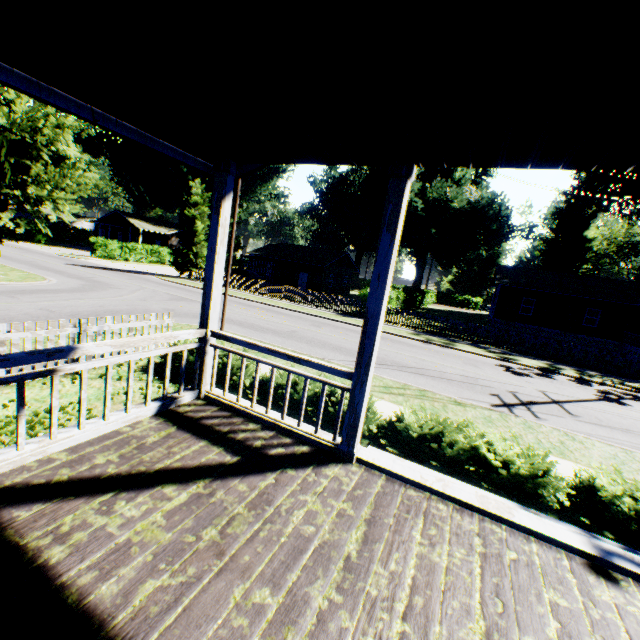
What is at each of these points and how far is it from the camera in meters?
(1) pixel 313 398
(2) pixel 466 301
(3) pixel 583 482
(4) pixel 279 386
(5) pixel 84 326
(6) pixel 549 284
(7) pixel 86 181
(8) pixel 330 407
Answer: (1) hedge, 6.6 m
(2) hedge, 59.0 m
(3) hedge, 5.1 m
(4) hedge, 7.0 m
(5) fence, 7.1 m
(6) house, 30.1 m
(7) plant, 7.9 m
(8) hedge, 6.3 m

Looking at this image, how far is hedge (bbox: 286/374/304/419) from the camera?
6.62m

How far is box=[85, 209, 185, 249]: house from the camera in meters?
48.5 m

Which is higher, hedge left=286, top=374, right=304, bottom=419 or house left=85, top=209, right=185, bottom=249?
house left=85, top=209, right=185, bottom=249

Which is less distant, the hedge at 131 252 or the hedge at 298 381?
the hedge at 298 381

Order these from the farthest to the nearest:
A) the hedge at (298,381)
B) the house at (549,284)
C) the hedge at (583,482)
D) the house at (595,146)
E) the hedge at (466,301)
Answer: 1. the hedge at (466,301)
2. the house at (549,284)
3. the hedge at (298,381)
4. the hedge at (583,482)
5. the house at (595,146)

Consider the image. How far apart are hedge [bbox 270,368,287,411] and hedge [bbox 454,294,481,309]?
58.2 meters

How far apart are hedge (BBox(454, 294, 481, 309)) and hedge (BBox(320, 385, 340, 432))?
58.60m
